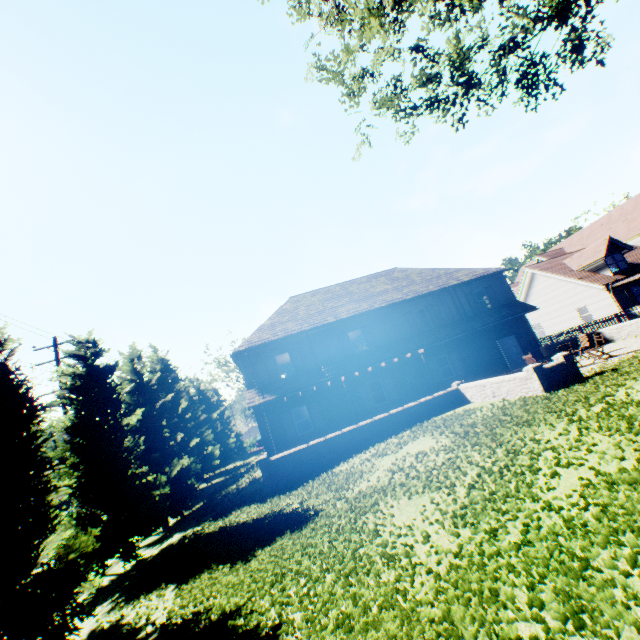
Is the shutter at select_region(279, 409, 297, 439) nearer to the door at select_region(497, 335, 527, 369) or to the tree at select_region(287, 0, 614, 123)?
the tree at select_region(287, 0, 614, 123)

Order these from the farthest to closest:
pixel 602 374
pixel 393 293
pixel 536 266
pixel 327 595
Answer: pixel 536 266 < pixel 393 293 < pixel 602 374 < pixel 327 595

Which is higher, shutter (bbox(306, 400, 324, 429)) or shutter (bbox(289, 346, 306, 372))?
shutter (bbox(289, 346, 306, 372))

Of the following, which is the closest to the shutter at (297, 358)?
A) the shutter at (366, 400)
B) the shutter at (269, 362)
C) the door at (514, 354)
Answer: the shutter at (269, 362)

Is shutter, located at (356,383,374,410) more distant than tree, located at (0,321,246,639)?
Yes

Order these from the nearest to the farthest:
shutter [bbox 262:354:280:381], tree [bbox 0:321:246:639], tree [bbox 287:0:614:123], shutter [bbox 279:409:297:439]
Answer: tree [bbox 0:321:246:639], tree [bbox 287:0:614:123], shutter [bbox 279:409:297:439], shutter [bbox 262:354:280:381]

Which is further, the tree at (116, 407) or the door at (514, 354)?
the door at (514, 354)

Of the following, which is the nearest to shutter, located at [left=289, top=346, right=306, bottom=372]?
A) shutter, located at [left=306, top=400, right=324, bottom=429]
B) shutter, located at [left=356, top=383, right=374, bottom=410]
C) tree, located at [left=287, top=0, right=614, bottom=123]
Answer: shutter, located at [left=306, top=400, right=324, bottom=429]
